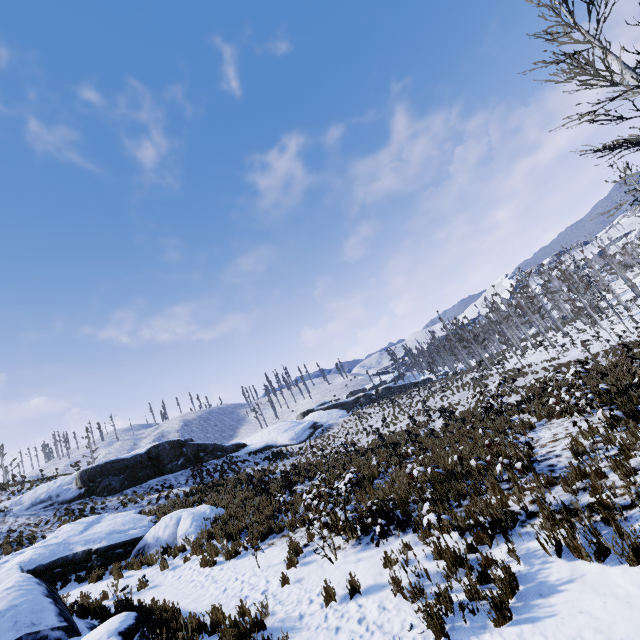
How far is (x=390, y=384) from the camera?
52.88m

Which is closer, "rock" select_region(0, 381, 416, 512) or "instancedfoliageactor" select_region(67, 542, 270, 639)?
"instancedfoliageactor" select_region(67, 542, 270, 639)

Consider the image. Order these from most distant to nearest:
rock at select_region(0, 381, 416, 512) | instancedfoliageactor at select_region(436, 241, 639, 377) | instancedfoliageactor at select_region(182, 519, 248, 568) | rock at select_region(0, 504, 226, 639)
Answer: instancedfoliageactor at select_region(436, 241, 639, 377) < rock at select_region(0, 381, 416, 512) < instancedfoliageactor at select_region(182, 519, 248, 568) < rock at select_region(0, 504, 226, 639)

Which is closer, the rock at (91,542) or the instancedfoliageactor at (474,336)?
the rock at (91,542)

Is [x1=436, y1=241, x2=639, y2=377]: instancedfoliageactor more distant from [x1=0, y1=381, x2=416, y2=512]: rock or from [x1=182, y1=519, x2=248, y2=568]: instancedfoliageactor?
[x1=0, y1=381, x2=416, y2=512]: rock

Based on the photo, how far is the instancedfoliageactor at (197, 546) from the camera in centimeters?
1009cm

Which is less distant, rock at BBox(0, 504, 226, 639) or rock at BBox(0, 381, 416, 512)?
rock at BBox(0, 504, 226, 639)

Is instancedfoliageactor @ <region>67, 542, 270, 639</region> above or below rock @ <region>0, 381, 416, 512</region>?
below
